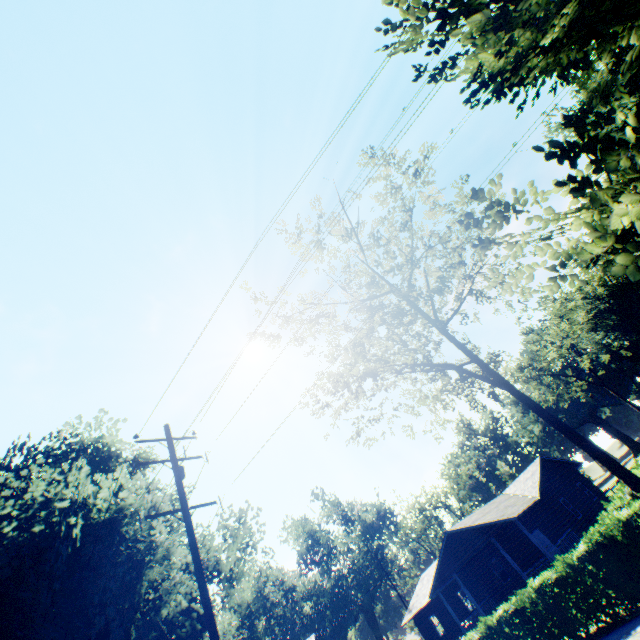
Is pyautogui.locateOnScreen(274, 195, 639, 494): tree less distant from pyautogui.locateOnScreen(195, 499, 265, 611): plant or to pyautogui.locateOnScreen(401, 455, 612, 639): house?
pyautogui.locateOnScreen(401, 455, 612, 639): house

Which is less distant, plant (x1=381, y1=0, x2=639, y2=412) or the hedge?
plant (x1=381, y1=0, x2=639, y2=412)

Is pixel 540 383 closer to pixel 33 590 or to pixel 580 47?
pixel 33 590

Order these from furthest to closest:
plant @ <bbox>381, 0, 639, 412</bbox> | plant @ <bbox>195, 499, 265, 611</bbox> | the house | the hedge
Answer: the house < plant @ <bbox>195, 499, 265, 611</bbox> < the hedge < plant @ <bbox>381, 0, 639, 412</bbox>

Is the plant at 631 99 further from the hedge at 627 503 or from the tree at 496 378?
the tree at 496 378

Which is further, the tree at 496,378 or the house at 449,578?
the house at 449,578

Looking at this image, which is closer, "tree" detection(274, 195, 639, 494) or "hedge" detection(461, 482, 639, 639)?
"hedge" detection(461, 482, 639, 639)

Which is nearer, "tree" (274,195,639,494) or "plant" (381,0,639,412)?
"plant" (381,0,639,412)
